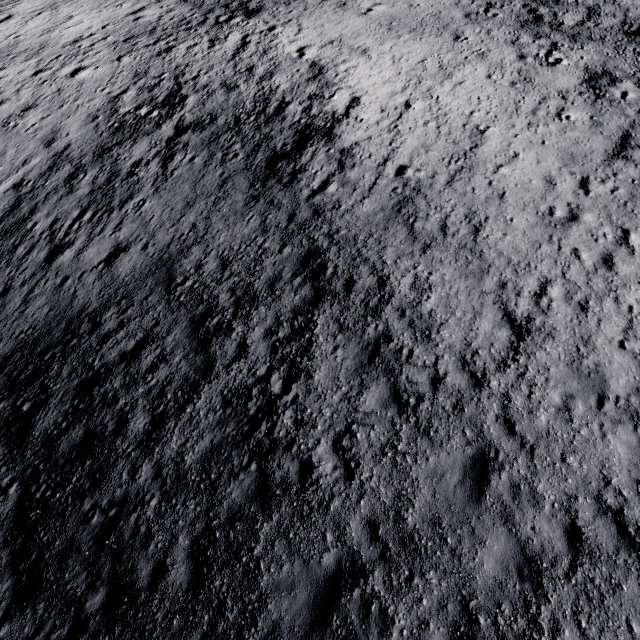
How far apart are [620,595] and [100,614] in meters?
11.1
